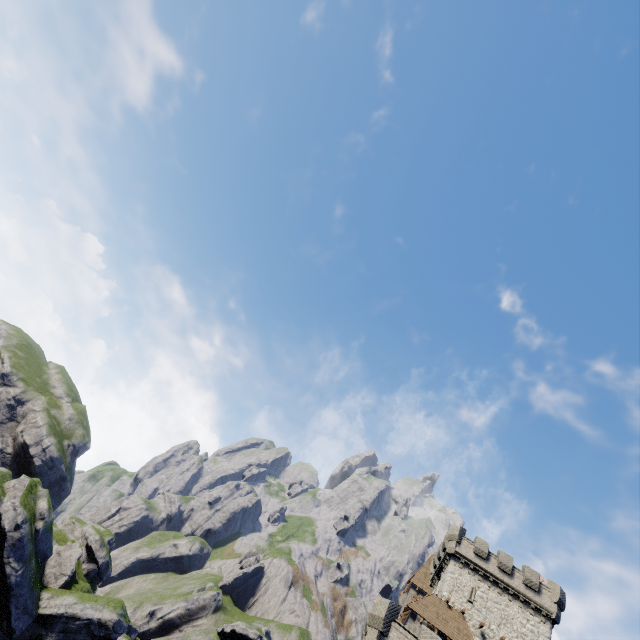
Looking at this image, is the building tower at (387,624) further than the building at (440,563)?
No

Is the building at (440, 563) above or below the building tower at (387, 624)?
above

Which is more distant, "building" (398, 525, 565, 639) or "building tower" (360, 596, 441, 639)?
"building" (398, 525, 565, 639)

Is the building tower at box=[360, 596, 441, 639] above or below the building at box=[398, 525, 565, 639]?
below

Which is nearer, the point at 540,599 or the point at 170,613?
the point at 540,599
